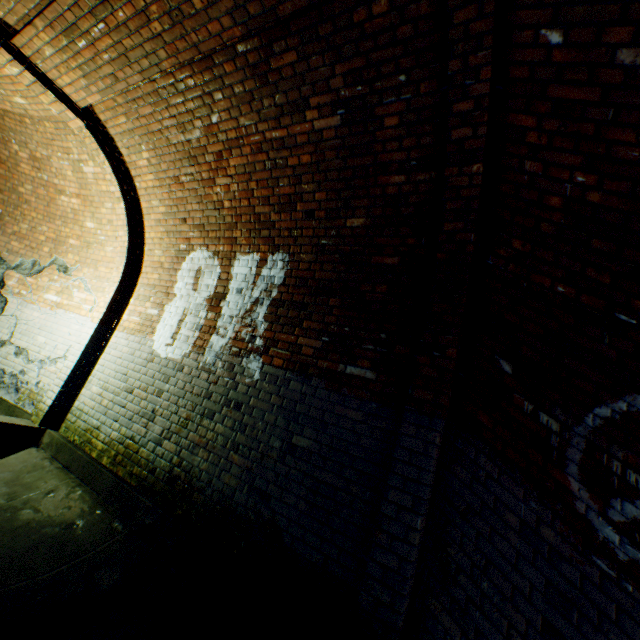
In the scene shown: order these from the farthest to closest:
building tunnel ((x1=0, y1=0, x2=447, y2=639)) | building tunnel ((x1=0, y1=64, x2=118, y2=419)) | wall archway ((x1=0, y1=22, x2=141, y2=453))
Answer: building tunnel ((x1=0, y1=64, x2=118, y2=419)) → wall archway ((x1=0, y1=22, x2=141, y2=453)) → building tunnel ((x1=0, y1=0, x2=447, y2=639))

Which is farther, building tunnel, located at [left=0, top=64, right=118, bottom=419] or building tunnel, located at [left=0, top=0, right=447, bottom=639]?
building tunnel, located at [left=0, top=64, right=118, bottom=419]

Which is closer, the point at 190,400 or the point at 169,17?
the point at 169,17

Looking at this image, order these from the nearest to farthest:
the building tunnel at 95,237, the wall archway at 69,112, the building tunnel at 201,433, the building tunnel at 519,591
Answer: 1. the building tunnel at 519,591
2. the building tunnel at 201,433
3. the wall archway at 69,112
4. the building tunnel at 95,237

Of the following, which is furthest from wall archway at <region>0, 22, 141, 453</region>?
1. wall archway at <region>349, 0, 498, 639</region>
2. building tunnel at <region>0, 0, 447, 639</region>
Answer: wall archway at <region>349, 0, 498, 639</region>

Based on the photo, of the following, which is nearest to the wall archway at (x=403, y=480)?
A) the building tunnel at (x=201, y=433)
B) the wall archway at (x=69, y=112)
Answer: the building tunnel at (x=201, y=433)

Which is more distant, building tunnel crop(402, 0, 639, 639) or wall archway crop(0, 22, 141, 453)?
wall archway crop(0, 22, 141, 453)

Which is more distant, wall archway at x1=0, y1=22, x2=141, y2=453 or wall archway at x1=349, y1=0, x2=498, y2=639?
wall archway at x1=0, y1=22, x2=141, y2=453
